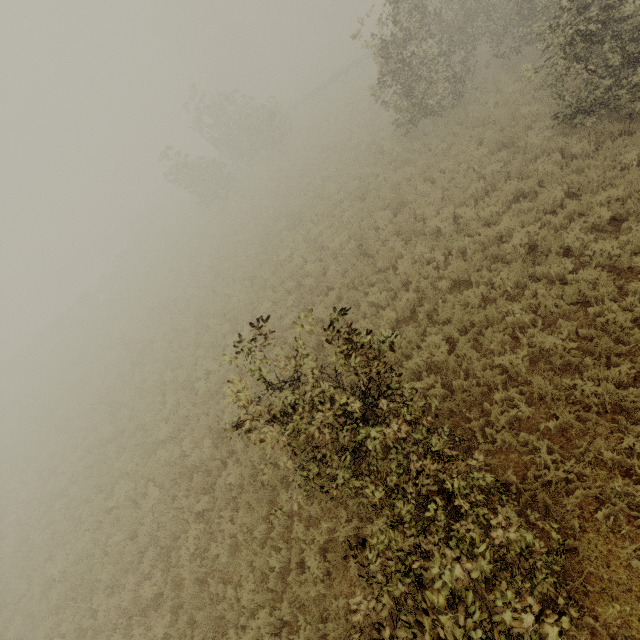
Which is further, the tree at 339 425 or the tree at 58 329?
the tree at 58 329

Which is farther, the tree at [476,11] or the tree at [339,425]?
the tree at [476,11]

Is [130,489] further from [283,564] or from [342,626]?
[342,626]

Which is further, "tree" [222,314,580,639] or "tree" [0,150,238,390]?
"tree" [0,150,238,390]

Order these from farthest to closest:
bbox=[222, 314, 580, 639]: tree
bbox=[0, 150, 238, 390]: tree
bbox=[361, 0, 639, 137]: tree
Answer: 1. bbox=[0, 150, 238, 390]: tree
2. bbox=[361, 0, 639, 137]: tree
3. bbox=[222, 314, 580, 639]: tree

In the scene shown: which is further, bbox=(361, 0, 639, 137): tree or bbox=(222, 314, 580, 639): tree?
bbox=(361, 0, 639, 137): tree
